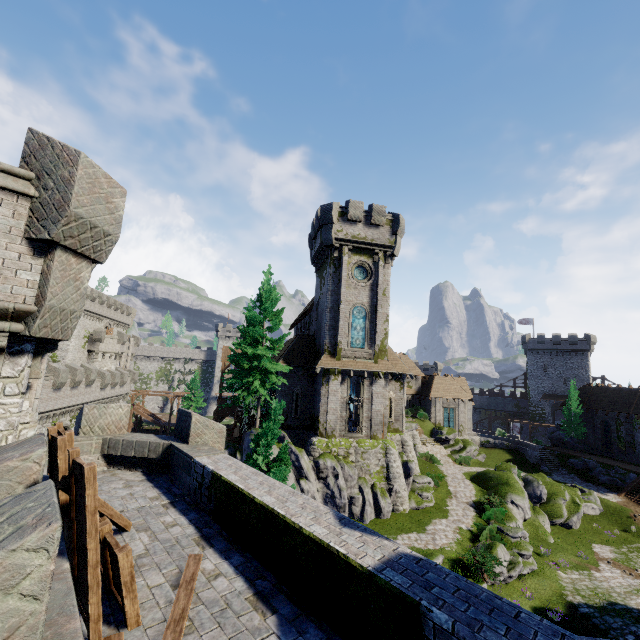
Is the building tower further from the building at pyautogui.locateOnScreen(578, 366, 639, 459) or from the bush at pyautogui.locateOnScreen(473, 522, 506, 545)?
the building at pyautogui.locateOnScreen(578, 366, 639, 459)

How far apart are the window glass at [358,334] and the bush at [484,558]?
15.1m

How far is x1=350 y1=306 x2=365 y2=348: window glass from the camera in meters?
27.8

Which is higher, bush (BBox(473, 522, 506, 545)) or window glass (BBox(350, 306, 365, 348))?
window glass (BBox(350, 306, 365, 348))

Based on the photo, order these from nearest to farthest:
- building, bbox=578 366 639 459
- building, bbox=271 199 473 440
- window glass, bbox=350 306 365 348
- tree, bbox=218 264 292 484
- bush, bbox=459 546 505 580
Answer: tree, bbox=218 264 292 484
bush, bbox=459 546 505 580
building, bbox=271 199 473 440
window glass, bbox=350 306 365 348
building, bbox=578 366 639 459

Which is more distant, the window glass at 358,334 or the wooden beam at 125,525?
the window glass at 358,334

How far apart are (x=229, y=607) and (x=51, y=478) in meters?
4.0

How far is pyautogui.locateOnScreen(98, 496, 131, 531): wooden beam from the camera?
5.57m
